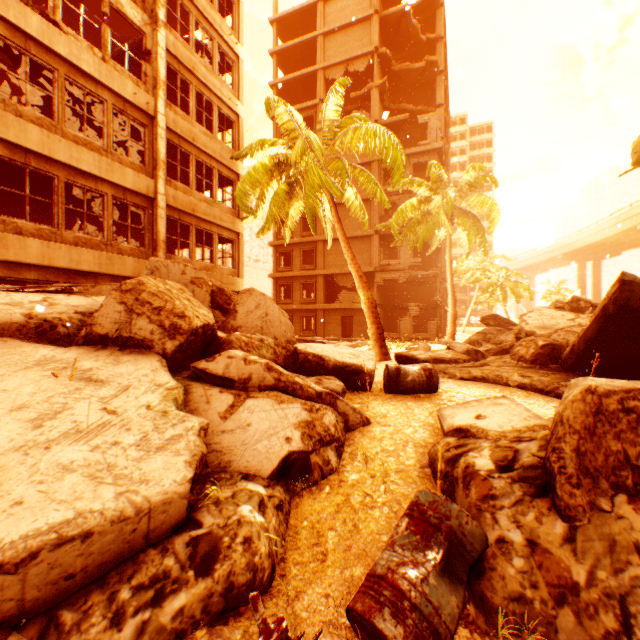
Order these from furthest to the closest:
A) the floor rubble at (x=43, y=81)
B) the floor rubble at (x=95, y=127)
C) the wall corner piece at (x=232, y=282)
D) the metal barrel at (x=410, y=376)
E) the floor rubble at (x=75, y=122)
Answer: the wall corner piece at (x=232, y=282)
the floor rubble at (x=95, y=127)
the floor rubble at (x=75, y=122)
the floor rubble at (x=43, y=81)
the metal barrel at (x=410, y=376)

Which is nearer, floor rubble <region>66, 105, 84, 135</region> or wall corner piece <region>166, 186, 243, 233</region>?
floor rubble <region>66, 105, 84, 135</region>

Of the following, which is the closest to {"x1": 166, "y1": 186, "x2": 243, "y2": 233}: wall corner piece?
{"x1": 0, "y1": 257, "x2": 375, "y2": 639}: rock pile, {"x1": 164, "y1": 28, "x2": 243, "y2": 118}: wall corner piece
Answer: {"x1": 0, "y1": 257, "x2": 375, "y2": 639}: rock pile

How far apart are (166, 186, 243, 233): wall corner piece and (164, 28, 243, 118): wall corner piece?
5.2m

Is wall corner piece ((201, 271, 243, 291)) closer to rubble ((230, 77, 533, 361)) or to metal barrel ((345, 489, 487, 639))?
rubble ((230, 77, 533, 361))

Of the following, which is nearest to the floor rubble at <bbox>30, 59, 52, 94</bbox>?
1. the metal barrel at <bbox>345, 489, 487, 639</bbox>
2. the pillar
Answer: the pillar

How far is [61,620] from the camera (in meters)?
1.84

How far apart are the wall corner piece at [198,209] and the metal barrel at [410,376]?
10.92m
